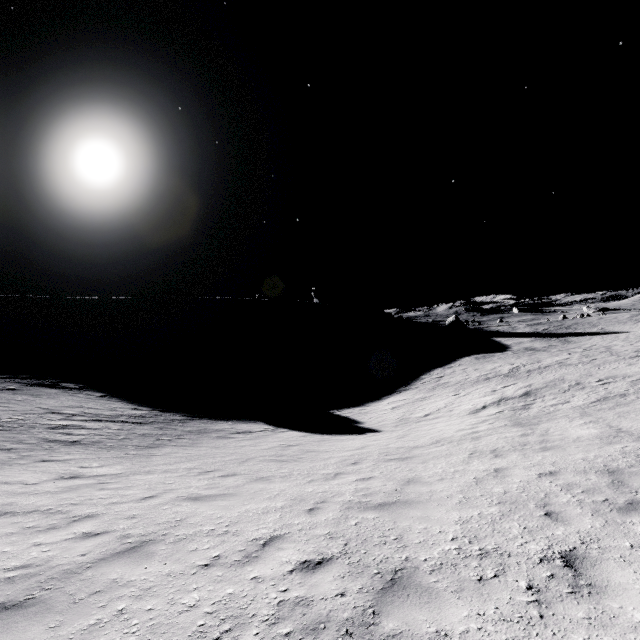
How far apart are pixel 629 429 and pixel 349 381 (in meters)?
28.45
